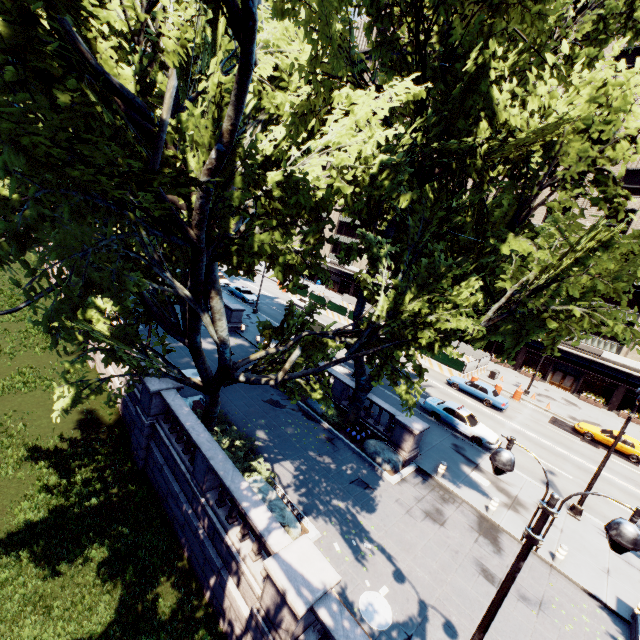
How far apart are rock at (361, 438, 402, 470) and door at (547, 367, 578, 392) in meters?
33.8 m

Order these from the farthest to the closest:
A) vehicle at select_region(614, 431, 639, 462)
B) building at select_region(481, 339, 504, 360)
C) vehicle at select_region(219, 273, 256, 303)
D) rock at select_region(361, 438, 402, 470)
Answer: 1. building at select_region(481, 339, 504, 360)
2. vehicle at select_region(219, 273, 256, 303)
3. vehicle at select_region(614, 431, 639, 462)
4. rock at select_region(361, 438, 402, 470)

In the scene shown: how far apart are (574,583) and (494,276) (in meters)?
12.68

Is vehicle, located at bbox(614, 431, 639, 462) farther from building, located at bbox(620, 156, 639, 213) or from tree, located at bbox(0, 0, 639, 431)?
tree, located at bbox(0, 0, 639, 431)

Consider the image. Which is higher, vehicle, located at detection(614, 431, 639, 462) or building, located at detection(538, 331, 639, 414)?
building, located at detection(538, 331, 639, 414)

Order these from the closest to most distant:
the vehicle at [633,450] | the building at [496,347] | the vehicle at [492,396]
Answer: the vehicle at [633,450] < the vehicle at [492,396] < the building at [496,347]

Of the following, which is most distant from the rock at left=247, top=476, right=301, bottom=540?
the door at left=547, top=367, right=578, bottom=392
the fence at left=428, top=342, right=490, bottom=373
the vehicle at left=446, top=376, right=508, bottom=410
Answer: the door at left=547, top=367, right=578, bottom=392

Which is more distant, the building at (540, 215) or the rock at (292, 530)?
the building at (540, 215)
